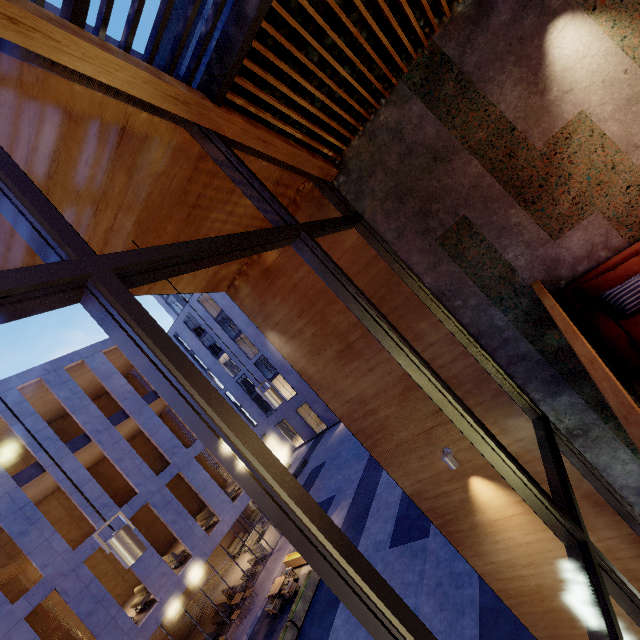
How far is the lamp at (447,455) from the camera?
5.3m

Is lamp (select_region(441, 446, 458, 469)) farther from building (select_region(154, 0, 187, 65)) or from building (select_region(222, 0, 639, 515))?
building (select_region(154, 0, 187, 65))

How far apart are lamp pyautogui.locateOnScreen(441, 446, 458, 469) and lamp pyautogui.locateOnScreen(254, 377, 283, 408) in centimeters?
312cm

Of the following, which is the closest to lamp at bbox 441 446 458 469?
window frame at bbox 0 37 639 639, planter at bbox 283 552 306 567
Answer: window frame at bbox 0 37 639 639

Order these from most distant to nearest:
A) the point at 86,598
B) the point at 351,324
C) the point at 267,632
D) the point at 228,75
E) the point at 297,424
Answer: the point at 297,424 → the point at 267,632 → the point at 86,598 → the point at 351,324 → the point at 228,75

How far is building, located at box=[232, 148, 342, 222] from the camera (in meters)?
4.24

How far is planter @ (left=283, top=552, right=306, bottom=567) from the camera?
16.2m

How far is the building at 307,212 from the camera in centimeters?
424cm
